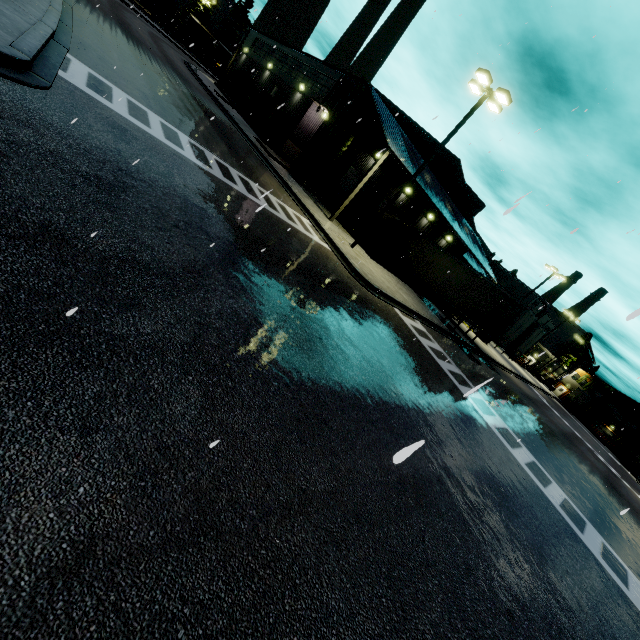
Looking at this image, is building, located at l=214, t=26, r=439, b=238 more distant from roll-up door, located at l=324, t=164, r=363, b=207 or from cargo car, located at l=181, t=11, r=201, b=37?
cargo car, located at l=181, t=11, r=201, b=37

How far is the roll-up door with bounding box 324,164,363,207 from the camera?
25.9 meters

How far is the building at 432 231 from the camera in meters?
26.3 m

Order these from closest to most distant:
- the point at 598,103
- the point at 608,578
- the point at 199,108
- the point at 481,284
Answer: the point at 608,578
the point at 598,103
the point at 199,108
the point at 481,284

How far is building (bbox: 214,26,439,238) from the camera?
22.3m

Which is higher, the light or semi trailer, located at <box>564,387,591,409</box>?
the light

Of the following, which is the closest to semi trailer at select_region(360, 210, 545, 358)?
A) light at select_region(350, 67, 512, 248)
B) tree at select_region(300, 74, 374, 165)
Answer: tree at select_region(300, 74, 374, 165)

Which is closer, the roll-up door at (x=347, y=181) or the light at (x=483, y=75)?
the light at (x=483, y=75)
